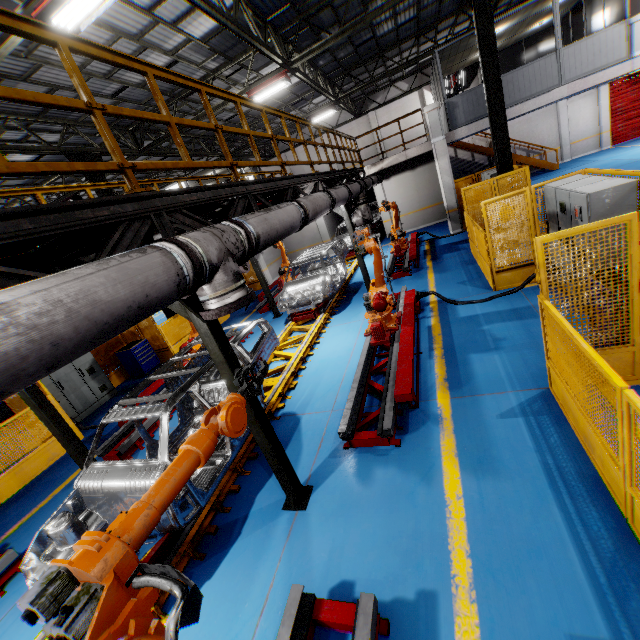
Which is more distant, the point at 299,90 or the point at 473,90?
the point at 299,90

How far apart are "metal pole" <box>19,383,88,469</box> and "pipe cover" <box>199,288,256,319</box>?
3.4m

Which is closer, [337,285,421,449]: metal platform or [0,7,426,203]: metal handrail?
[0,7,426,203]: metal handrail

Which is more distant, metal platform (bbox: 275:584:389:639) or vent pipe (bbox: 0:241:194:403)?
metal platform (bbox: 275:584:389:639)

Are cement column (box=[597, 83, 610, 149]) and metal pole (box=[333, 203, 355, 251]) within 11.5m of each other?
no

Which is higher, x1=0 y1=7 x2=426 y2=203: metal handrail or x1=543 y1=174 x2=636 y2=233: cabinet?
x1=0 y1=7 x2=426 y2=203: metal handrail

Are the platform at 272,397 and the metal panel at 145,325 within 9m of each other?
yes

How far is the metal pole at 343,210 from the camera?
10.3 meters
